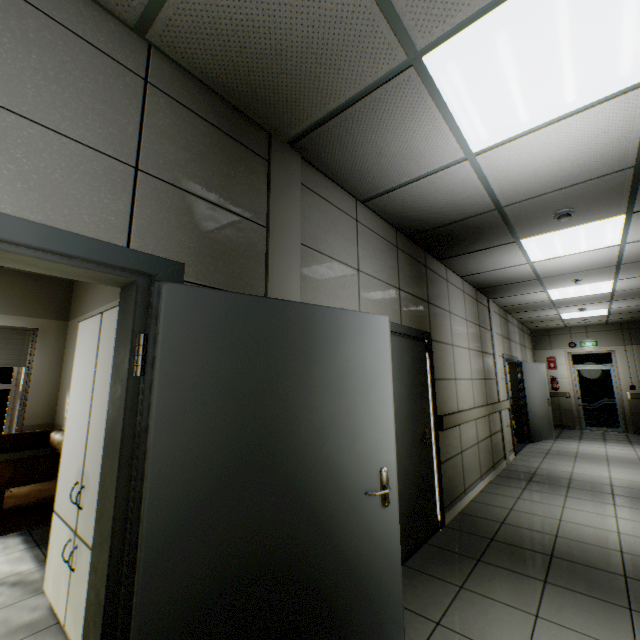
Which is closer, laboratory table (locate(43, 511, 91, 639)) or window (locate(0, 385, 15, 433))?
laboratory table (locate(43, 511, 91, 639))

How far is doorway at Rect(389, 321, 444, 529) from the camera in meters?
3.4

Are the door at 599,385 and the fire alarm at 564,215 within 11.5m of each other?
yes

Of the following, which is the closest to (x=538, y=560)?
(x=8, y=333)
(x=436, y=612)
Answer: (x=436, y=612)

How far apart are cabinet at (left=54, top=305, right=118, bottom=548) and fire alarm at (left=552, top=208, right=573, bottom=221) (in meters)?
3.61

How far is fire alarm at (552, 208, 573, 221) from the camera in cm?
320

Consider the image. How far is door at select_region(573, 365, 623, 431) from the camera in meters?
9.8 m

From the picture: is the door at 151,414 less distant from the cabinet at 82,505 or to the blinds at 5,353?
the cabinet at 82,505
